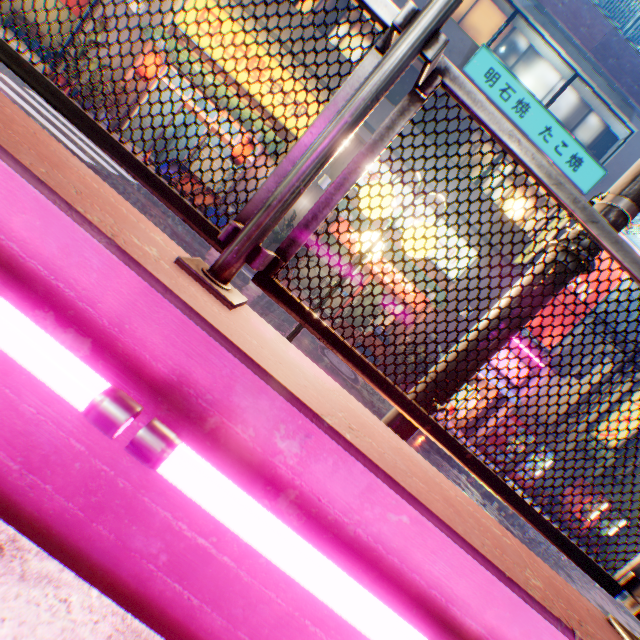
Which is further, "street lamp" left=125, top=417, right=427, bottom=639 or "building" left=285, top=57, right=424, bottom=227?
→ "building" left=285, top=57, right=424, bottom=227

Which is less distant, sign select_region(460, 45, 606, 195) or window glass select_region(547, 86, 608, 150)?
sign select_region(460, 45, 606, 195)

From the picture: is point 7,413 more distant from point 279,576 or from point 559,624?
point 559,624

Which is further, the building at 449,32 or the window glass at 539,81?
the window glass at 539,81

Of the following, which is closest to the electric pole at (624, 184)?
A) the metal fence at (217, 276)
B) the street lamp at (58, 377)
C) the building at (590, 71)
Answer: the metal fence at (217, 276)

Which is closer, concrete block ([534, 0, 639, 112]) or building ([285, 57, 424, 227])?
concrete block ([534, 0, 639, 112])

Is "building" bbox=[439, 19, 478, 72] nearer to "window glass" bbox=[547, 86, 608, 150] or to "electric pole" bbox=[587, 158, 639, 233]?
"window glass" bbox=[547, 86, 608, 150]

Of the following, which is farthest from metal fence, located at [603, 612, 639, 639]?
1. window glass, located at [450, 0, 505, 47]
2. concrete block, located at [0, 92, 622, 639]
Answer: window glass, located at [450, 0, 505, 47]
